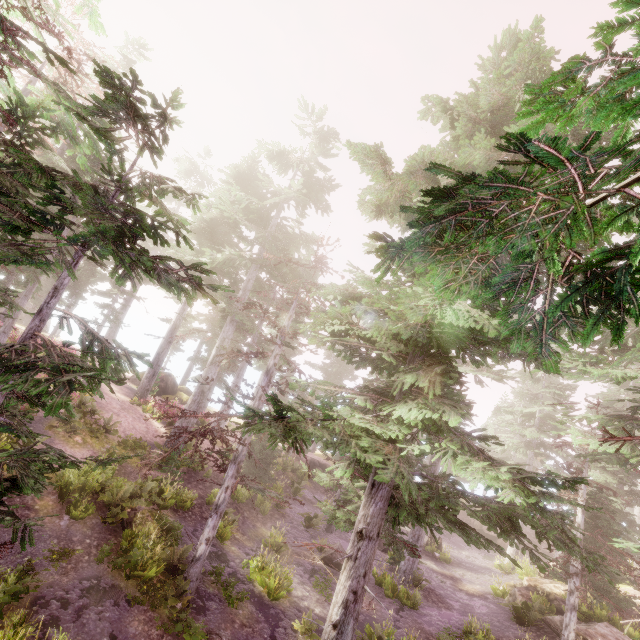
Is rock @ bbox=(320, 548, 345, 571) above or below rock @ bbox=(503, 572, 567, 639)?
below

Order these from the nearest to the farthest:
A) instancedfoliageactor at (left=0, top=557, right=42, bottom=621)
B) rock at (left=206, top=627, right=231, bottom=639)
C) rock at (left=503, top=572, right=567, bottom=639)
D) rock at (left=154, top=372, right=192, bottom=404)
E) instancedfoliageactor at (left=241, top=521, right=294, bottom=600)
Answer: instancedfoliageactor at (left=0, top=557, right=42, bottom=621) → rock at (left=206, top=627, right=231, bottom=639) → instancedfoliageactor at (left=241, top=521, right=294, bottom=600) → rock at (left=503, top=572, right=567, bottom=639) → rock at (left=154, top=372, right=192, bottom=404)

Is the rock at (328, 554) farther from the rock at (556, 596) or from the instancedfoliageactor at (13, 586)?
the rock at (556, 596)

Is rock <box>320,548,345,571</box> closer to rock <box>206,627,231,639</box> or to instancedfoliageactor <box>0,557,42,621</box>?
instancedfoliageactor <box>0,557,42,621</box>

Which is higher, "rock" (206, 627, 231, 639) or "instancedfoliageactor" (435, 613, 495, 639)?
"instancedfoliageactor" (435, 613, 495, 639)

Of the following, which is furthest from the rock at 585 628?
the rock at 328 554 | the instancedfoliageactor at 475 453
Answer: the rock at 328 554

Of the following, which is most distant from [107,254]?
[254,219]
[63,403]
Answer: [254,219]

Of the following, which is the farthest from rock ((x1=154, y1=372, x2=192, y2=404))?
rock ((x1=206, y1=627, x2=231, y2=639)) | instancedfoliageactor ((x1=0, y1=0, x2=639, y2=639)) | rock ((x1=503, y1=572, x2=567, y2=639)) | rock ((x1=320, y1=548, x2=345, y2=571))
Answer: rock ((x1=503, y1=572, x2=567, y2=639))
